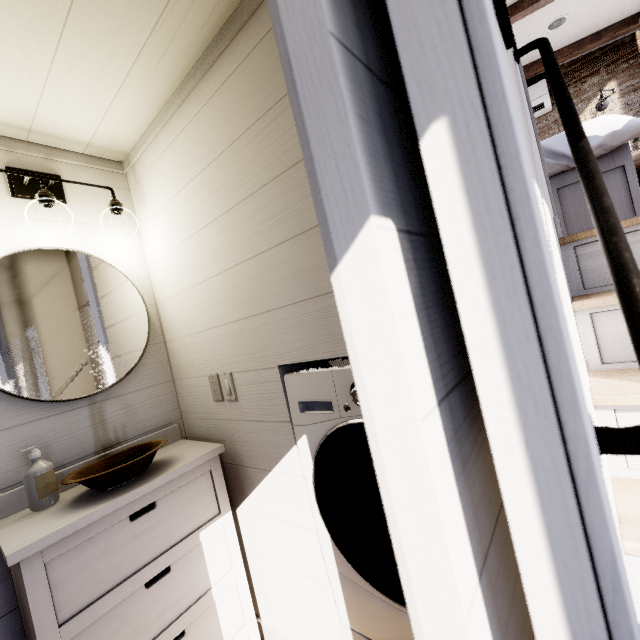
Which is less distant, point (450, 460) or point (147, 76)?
point (450, 460)

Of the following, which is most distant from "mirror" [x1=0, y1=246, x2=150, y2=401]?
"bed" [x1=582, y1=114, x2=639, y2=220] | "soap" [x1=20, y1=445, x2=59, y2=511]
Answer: "bed" [x1=582, y1=114, x2=639, y2=220]

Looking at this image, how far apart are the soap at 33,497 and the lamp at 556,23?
5.3m

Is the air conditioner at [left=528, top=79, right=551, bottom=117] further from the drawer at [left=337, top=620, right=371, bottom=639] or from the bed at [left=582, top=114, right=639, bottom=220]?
the drawer at [left=337, top=620, right=371, bottom=639]

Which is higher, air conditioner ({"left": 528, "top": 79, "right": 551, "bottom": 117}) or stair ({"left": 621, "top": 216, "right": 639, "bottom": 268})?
air conditioner ({"left": 528, "top": 79, "right": 551, "bottom": 117})

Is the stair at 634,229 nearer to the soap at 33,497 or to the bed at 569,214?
the bed at 569,214

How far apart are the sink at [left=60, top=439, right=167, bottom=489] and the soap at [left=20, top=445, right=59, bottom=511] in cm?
13

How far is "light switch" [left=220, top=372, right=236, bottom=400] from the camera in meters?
1.4
